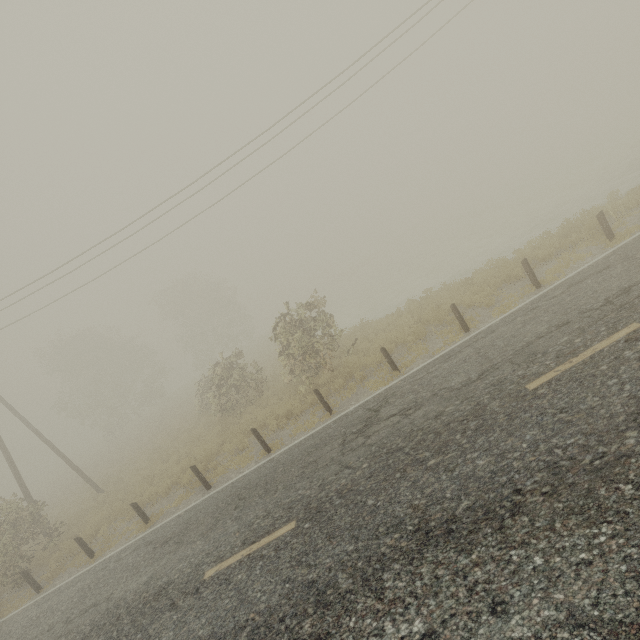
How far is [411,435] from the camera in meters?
6.7
